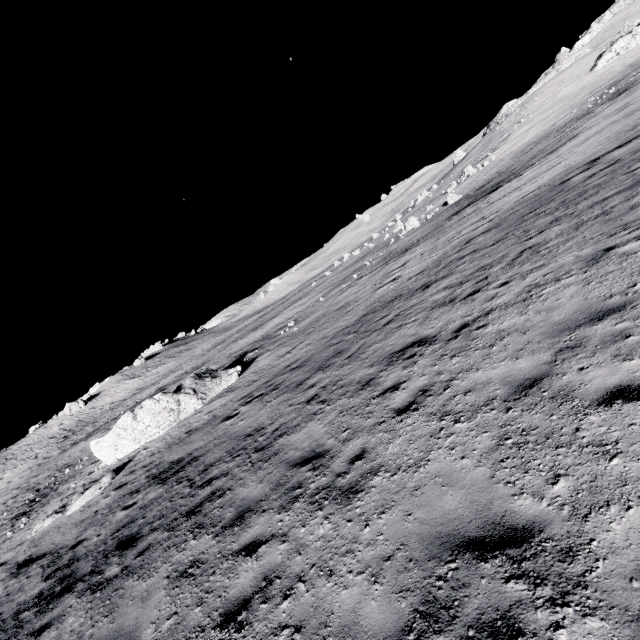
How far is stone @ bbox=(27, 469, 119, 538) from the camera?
14.7 meters

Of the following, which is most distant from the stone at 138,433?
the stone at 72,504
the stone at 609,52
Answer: the stone at 609,52

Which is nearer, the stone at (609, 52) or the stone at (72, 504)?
the stone at (72, 504)

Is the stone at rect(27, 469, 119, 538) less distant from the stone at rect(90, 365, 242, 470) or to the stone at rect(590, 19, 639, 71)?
the stone at rect(90, 365, 242, 470)

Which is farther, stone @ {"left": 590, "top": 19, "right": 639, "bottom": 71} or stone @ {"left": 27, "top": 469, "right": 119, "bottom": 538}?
stone @ {"left": 590, "top": 19, "right": 639, "bottom": 71}

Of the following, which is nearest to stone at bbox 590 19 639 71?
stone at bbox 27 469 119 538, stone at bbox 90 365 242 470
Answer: stone at bbox 90 365 242 470

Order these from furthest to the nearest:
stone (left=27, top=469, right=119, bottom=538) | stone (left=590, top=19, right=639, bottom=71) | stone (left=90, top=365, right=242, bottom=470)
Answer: stone (left=590, top=19, right=639, bottom=71), stone (left=90, top=365, right=242, bottom=470), stone (left=27, top=469, right=119, bottom=538)

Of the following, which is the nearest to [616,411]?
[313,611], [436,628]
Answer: Answer: [436,628]
